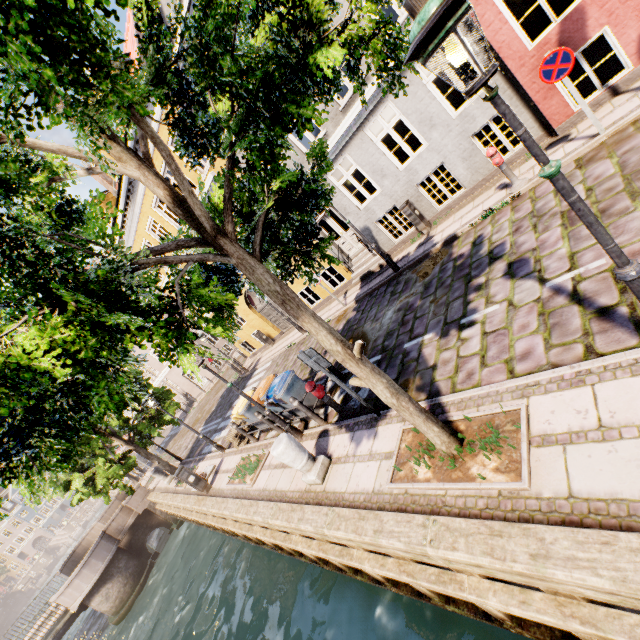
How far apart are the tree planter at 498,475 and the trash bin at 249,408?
5.9m

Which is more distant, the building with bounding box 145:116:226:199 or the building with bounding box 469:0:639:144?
the building with bounding box 145:116:226:199

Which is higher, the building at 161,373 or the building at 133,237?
the building at 133,237

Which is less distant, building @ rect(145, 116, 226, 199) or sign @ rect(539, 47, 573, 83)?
sign @ rect(539, 47, 573, 83)

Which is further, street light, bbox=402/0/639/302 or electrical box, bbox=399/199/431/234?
electrical box, bbox=399/199/431/234

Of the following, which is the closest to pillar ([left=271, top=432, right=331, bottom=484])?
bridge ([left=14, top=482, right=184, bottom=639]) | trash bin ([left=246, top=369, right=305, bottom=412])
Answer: trash bin ([left=246, top=369, right=305, bottom=412])

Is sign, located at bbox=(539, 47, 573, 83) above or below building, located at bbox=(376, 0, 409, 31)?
below

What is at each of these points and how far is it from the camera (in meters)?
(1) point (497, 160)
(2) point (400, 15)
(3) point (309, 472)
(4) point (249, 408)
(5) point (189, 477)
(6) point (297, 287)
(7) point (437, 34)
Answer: (1) hydrant, 7.55
(2) building, 7.96
(3) pillar, 6.13
(4) trash bin, 10.00
(5) electrical box, 10.68
(6) building, 16.05
(7) street light, 2.02
